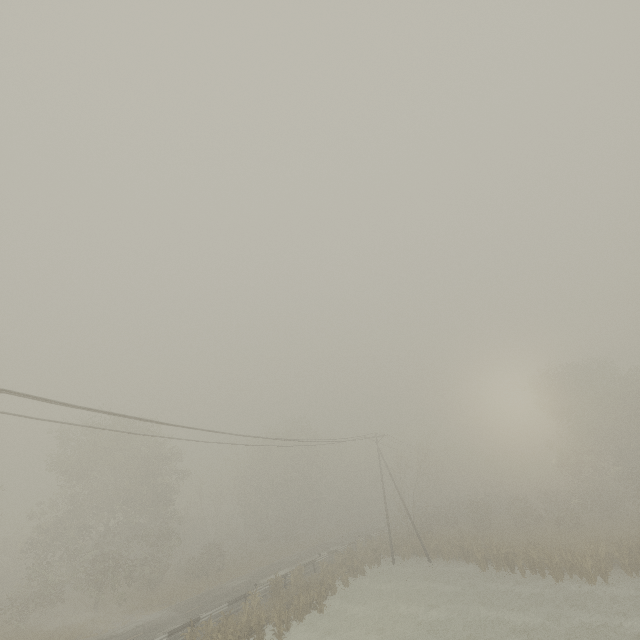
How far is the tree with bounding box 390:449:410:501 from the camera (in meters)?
40.12

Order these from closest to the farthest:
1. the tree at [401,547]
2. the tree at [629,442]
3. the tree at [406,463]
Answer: the tree at [629,442] < the tree at [401,547] < the tree at [406,463]

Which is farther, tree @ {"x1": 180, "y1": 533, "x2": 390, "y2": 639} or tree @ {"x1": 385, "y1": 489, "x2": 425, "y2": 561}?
tree @ {"x1": 385, "y1": 489, "x2": 425, "y2": 561}

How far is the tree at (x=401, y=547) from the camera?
33.1m

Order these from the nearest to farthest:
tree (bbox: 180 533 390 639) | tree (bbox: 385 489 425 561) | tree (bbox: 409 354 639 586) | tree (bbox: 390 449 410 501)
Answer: tree (bbox: 180 533 390 639) → tree (bbox: 409 354 639 586) → tree (bbox: 385 489 425 561) → tree (bbox: 390 449 410 501)

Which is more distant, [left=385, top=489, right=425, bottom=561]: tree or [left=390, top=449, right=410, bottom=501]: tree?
[left=390, top=449, right=410, bottom=501]: tree

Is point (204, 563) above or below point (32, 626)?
above
